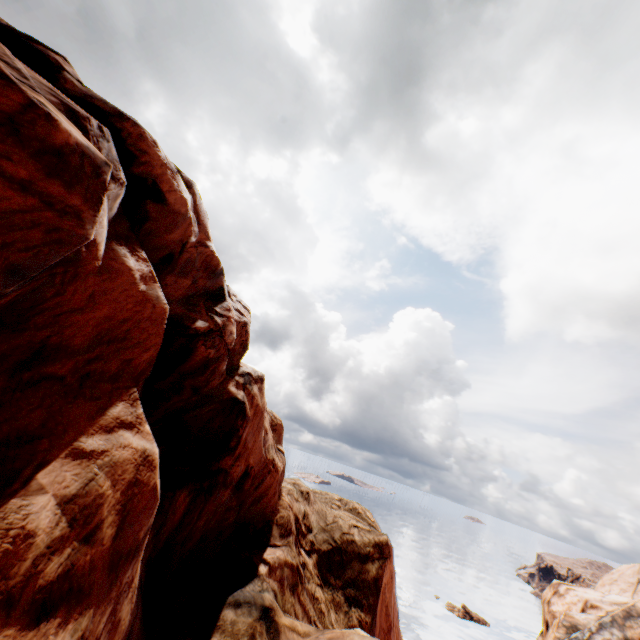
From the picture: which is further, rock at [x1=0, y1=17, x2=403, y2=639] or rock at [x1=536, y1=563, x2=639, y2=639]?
rock at [x1=536, y1=563, x2=639, y2=639]

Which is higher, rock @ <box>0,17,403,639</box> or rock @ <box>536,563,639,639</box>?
rock @ <box>0,17,403,639</box>

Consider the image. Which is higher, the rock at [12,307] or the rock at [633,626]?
the rock at [12,307]

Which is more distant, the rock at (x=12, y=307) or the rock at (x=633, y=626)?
the rock at (x=633, y=626)

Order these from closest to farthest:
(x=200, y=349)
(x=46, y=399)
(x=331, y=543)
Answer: (x=46, y=399)
(x=200, y=349)
(x=331, y=543)
